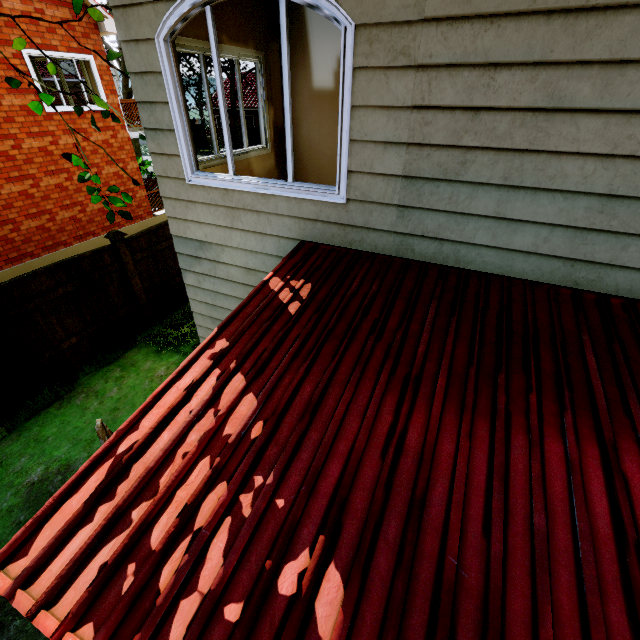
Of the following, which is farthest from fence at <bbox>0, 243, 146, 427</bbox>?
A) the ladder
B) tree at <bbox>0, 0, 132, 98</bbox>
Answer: the ladder

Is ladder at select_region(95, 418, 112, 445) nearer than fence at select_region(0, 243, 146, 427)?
Yes

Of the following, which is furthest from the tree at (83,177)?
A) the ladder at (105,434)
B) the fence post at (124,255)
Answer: the fence post at (124,255)

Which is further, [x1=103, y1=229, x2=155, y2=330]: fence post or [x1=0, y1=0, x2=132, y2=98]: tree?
[x1=103, y1=229, x2=155, y2=330]: fence post

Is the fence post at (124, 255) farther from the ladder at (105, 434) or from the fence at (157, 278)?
the ladder at (105, 434)

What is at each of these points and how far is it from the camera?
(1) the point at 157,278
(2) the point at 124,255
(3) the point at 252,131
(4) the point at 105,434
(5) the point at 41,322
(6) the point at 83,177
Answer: (1) fence, 8.0 meters
(2) fence post, 7.0 meters
(3) fence, 31.0 meters
(4) ladder, 3.2 meters
(5) fence, 5.9 meters
(6) tree, 3.4 meters

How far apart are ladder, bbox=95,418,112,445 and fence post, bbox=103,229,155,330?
4.3 meters

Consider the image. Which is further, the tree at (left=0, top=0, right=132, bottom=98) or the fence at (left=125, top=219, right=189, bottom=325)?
the fence at (left=125, top=219, right=189, bottom=325)
